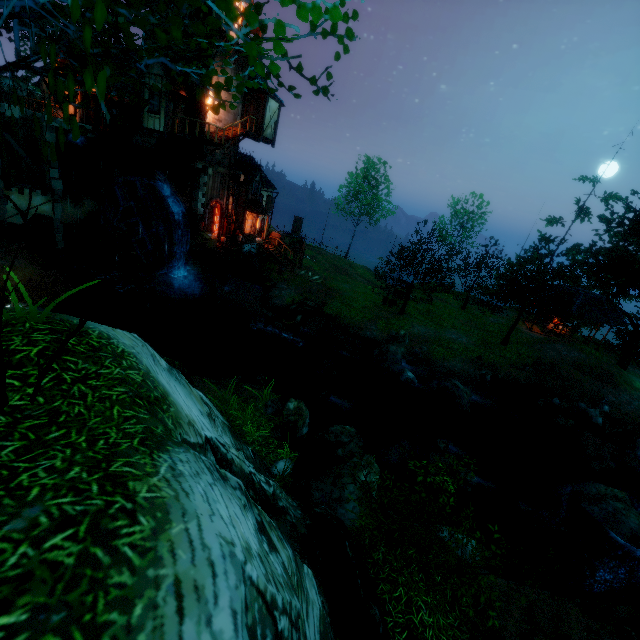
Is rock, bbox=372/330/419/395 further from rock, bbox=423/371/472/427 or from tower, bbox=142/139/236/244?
tower, bbox=142/139/236/244

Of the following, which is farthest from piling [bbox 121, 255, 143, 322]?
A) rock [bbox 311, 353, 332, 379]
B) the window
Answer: rock [bbox 311, 353, 332, 379]

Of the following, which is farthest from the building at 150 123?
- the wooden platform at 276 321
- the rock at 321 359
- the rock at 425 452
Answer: the rock at 425 452

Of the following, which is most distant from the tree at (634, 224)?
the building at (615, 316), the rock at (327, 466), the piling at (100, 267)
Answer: the piling at (100, 267)

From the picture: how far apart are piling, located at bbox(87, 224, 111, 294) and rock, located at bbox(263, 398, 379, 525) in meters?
18.6 m

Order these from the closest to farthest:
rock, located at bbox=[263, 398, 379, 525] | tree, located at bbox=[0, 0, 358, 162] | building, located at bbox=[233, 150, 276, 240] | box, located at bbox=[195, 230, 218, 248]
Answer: tree, located at bbox=[0, 0, 358, 162], rock, located at bbox=[263, 398, 379, 525], box, located at bbox=[195, 230, 218, 248], building, located at bbox=[233, 150, 276, 240]

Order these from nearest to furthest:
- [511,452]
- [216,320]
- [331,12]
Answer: [331,12] → [511,452] → [216,320]

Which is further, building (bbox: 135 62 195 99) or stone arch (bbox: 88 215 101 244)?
stone arch (bbox: 88 215 101 244)
